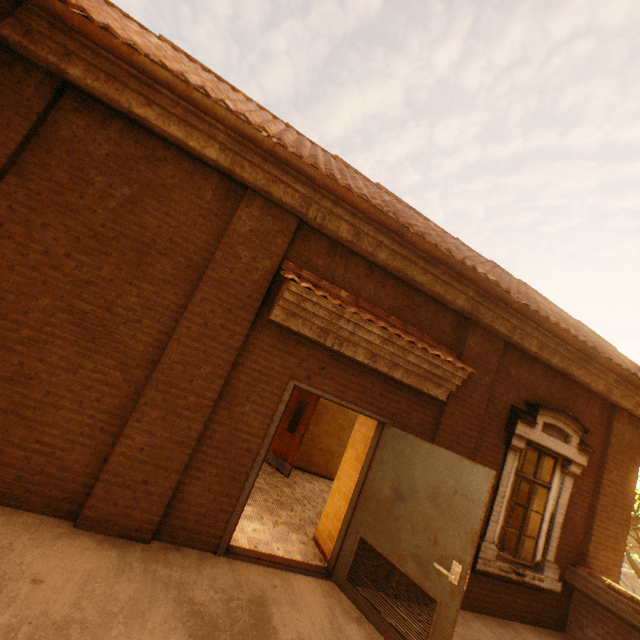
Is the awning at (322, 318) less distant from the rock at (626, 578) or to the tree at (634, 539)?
the tree at (634, 539)

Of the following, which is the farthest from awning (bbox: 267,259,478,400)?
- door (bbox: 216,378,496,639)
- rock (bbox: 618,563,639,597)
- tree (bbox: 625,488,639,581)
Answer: rock (bbox: 618,563,639,597)

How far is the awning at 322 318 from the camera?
4.0m

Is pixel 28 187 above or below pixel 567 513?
above

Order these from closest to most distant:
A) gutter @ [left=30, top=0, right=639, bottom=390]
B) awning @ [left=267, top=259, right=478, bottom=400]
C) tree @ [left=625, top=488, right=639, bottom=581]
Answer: gutter @ [left=30, top=0, right=639, bottom=390]
awning @ [left=267, top=259, right=478, bottom=400]
tree @ [left=625, top=488, right=639, bottom=581]

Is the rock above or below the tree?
below

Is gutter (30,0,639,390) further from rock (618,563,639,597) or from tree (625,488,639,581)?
rock (618,563,639,597)

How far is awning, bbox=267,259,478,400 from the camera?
3.97m
